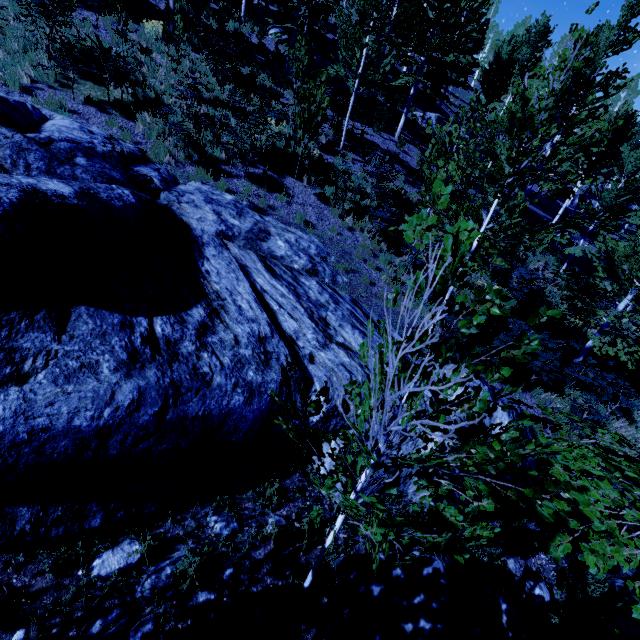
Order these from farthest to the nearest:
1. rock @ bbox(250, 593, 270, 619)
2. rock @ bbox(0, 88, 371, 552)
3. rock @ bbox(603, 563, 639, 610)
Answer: rock @ bbox(603, 563, 639, 610) → rock @ bbox(250, 593, 270, 619) → rock @ bbox(0, 88, 371, 552)

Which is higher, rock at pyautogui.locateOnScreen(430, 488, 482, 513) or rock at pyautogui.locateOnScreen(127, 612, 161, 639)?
rock at pyautogui.locateOnScreen(430, 488, 482, 513)

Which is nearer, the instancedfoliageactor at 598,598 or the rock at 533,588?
the instancedfoliageactor at 598,598

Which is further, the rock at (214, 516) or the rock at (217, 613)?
the rock at (214, 516)

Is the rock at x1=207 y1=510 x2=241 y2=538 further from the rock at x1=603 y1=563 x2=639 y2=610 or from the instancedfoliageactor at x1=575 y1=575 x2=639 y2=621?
the rock at x1=603 y1=563 x2=639 y2=610

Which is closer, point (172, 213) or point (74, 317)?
point (74, 317)

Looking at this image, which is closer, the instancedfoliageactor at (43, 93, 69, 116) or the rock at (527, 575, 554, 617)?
the rock at (527, 575, 554, 617)

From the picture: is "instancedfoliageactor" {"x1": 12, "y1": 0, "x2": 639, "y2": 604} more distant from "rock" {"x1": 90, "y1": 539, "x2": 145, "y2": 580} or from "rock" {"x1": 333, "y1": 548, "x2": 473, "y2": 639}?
"rock" {"x1": 333, "y1": 548, "x2": 473, "y2": 639}
